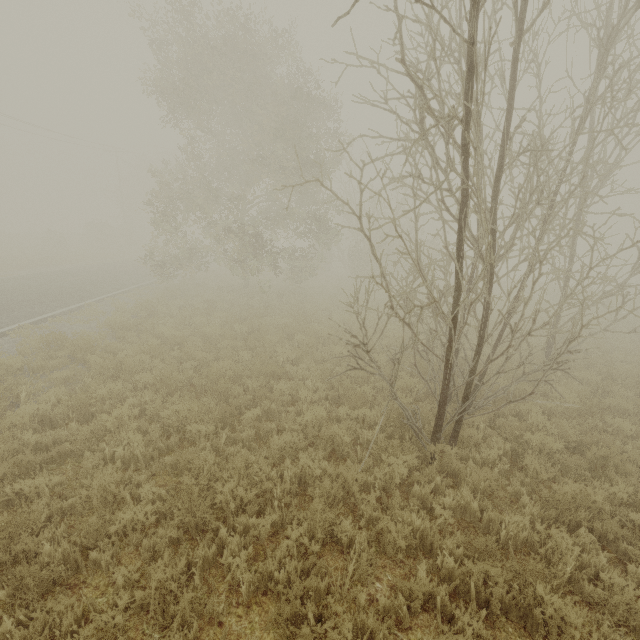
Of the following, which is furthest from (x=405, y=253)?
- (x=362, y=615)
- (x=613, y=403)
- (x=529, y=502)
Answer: (x=613, y=403)
